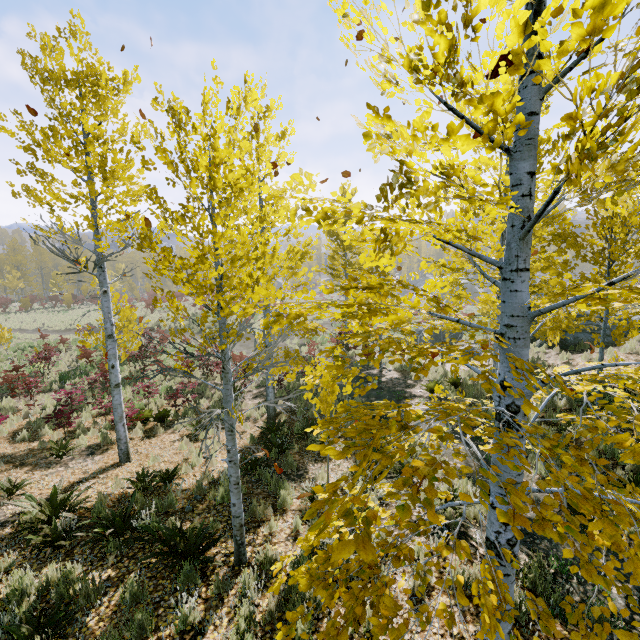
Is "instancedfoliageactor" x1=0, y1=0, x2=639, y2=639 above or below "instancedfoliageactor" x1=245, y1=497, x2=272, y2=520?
above

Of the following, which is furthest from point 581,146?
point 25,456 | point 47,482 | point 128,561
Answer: point 25,456

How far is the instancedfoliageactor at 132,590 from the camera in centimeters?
421cm

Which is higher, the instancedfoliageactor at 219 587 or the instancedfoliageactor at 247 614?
the instancedfoliageactor at 247 614

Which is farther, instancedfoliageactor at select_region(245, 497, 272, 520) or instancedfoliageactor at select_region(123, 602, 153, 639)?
instancedfoliageactor at select_region(245, 497, 272, 520)

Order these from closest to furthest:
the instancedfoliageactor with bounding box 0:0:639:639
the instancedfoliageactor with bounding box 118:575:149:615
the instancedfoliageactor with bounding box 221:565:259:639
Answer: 1. the instancedfoliageactor with bounding box 0:0:639:639
2. the instancedfoliageactor with bounding box 221:565:259:639
3. the instancedfoliageactor with bounding box 118:575:149:615

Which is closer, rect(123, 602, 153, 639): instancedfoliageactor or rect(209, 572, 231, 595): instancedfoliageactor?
rect(123, 602, 153, 639): instancedfoliageactor
